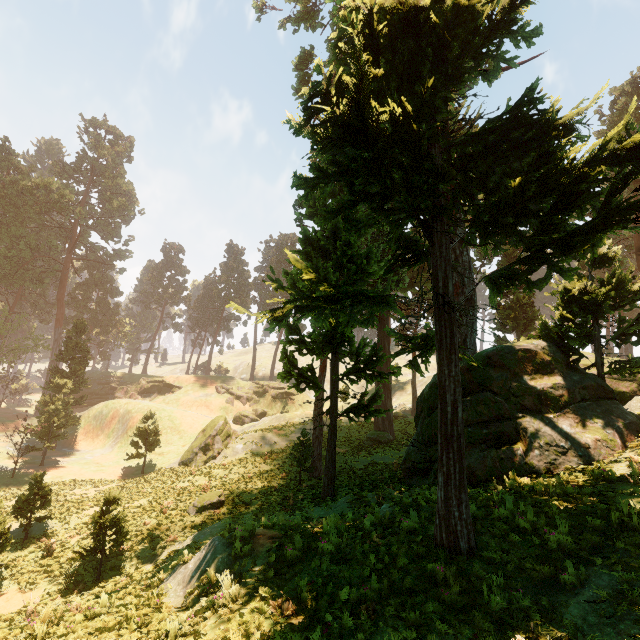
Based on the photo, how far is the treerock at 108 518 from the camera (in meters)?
13.81

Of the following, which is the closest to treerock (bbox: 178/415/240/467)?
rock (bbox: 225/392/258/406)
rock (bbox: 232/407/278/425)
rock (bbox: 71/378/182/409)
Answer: rock (bbox: 71/378/182/409)

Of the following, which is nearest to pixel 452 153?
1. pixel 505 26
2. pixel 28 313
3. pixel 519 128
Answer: pixel 519 128

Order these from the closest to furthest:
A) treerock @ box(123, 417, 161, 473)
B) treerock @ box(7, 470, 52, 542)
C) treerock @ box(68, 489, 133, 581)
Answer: treerock @ box(68, 489, 133, 581) < treerock @ box(7, 470, 52, 542) < treerock @ box(123, 417, 161, 473)

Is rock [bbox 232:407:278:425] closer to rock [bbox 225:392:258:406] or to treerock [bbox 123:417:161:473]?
rock [bbox 225:392:258:406]

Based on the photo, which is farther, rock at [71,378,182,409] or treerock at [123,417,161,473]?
rock at [71,378,182,409]

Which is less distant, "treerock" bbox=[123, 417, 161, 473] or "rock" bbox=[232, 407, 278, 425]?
"treerock" bbox=[123, 417, 161, 473]

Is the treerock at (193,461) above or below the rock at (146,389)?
below
